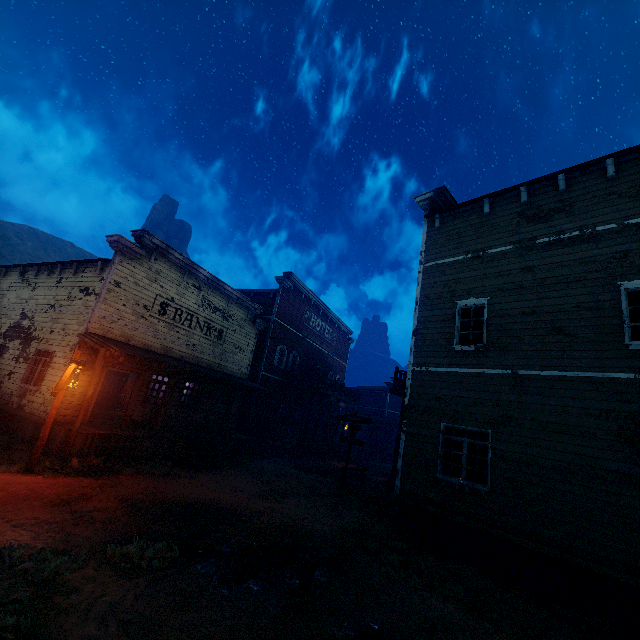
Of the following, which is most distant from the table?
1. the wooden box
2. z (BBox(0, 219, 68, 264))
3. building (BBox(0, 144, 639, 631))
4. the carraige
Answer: the carraige

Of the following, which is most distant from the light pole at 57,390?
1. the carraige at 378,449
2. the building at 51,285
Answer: the carraige at 378,449

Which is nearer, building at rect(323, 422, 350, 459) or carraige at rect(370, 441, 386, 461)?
building at rect(323, 422, 350, 459)

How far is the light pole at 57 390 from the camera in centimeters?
844cm

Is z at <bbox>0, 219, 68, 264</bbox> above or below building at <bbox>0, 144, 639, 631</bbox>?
above

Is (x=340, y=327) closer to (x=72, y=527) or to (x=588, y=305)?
(x=588, y=305)

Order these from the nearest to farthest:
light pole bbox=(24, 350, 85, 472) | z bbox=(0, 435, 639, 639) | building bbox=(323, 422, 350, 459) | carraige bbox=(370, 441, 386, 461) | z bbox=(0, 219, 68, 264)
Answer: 1. z bbox=(0, 435, 639, 639)
2. light pole bbox=(24, 350, 85, 472)
3. building bbox=(323, 422, 350, 459)
4. carraige bbox=(370, 441, 386, 461)
5. z bbox=(0, 219, 68, 264)

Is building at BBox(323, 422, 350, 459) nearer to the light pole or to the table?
the table
